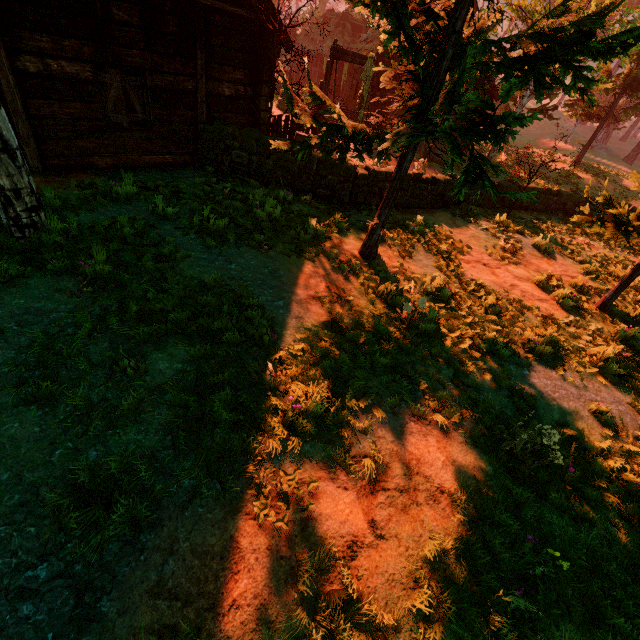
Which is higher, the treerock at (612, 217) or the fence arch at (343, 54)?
the fence arch at (343, 54)

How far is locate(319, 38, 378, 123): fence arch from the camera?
13.1 meters

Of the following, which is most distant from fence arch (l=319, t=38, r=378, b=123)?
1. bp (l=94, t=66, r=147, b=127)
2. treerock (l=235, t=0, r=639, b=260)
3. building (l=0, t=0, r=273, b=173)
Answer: bp (l=94, t=66, r=147, b=127)

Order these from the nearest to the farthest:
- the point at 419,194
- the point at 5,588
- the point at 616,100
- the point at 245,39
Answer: the point at 5,588, the point at 245,39, the point at 419,194, the point at 616,100

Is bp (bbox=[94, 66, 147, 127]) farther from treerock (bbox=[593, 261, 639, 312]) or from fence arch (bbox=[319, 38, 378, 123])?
fence arch (bbox=[319, 38, 378, 123])

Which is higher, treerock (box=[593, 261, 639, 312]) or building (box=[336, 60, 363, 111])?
building (box=[336, 60, 363, 111])

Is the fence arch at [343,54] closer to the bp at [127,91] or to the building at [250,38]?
the building at [250,38]

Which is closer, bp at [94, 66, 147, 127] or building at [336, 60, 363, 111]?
bp at [94, 66, 147, 127]
